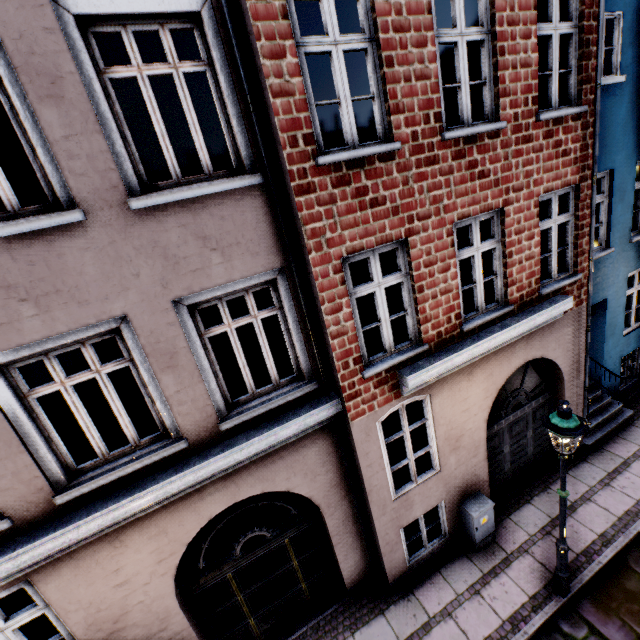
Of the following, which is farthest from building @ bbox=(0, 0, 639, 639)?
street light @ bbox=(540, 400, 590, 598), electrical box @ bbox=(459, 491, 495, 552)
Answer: street light @ bbox=(540, 400, 590, 598)

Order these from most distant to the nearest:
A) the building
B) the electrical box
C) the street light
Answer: the electrical box, the street light, the building

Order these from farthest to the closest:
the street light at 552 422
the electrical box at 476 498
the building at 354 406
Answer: the electrical box at 476 498, the street light at 552 422, the building at 354 406

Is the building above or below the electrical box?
above

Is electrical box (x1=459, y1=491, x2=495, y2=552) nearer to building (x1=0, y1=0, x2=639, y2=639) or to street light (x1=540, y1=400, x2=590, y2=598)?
building (x1=0, y1=0, x2=639, y2=639)

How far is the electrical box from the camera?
6.25m

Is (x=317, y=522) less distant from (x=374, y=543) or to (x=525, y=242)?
(x=374, y=543)

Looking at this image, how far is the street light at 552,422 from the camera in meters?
4.3 m
